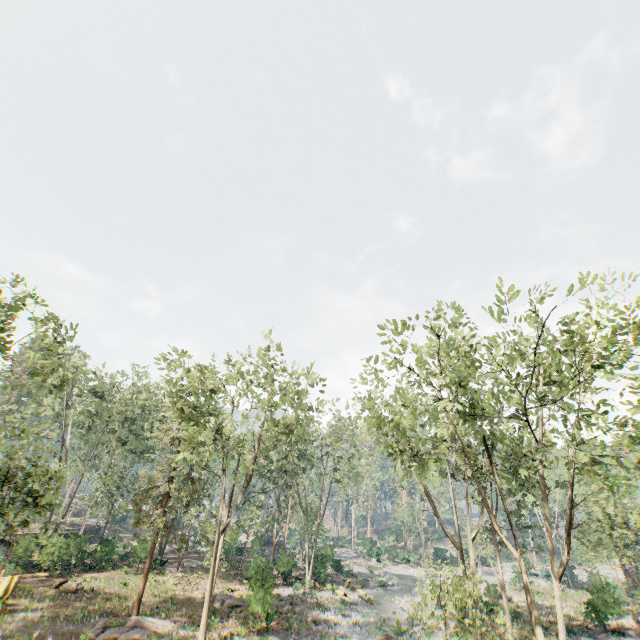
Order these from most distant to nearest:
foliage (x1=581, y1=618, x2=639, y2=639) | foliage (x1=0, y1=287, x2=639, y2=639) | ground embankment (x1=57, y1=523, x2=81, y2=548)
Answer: ground embankment (x1=57, y1=523, x2=81, y2=548)
foliage (x1=581, y1=618, x2=639, y2=639)
foliage (x1=0, y1=287, x2=639, y2=639)

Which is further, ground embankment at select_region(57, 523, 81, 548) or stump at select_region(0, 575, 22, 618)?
ground embankment at select_region(57, 523, 81, 548)

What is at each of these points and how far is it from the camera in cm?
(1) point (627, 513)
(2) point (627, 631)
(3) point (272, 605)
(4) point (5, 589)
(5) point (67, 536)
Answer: (1) foliage, 2244
(2) foliage, 2442
(3) foliage, 2269
(4) stump, 2052
(5) ground embankment, 3991

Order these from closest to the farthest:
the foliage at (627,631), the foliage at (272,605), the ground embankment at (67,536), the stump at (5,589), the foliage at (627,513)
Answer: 1. the foliage at (627,513)
2. the stump at (5,589)
3. the foliage at (272,605)
4. the foliage at (627,631)
5. the ground embankment at (67,536)

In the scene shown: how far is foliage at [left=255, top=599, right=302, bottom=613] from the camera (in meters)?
22.05

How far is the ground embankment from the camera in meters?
28.9

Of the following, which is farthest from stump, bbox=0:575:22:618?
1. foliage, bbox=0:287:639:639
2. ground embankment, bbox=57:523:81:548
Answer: ground embankment, bbox=57:523:81:548

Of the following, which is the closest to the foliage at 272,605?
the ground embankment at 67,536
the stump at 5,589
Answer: the ground embankment at 67,536
